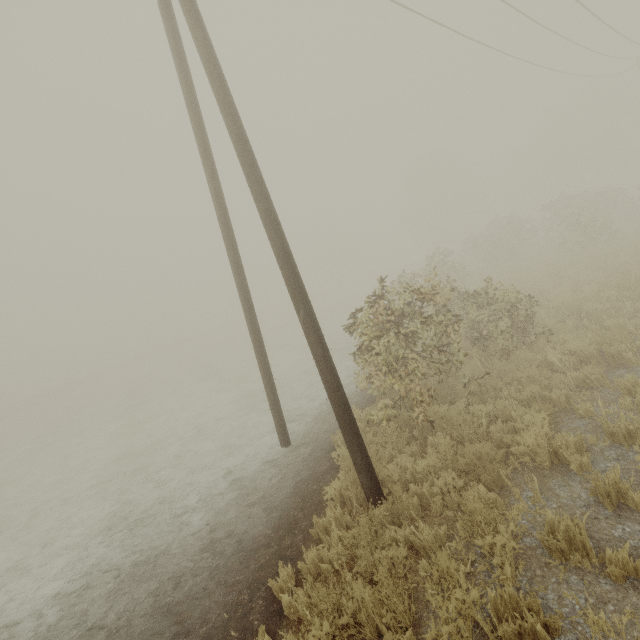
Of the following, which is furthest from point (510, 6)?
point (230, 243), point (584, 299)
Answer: point (230, 243)

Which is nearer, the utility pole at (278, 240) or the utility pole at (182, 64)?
the utility pole at (278, 240)

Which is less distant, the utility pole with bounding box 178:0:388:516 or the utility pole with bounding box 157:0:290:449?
the utility pole with bounding box 178:0:388:516
